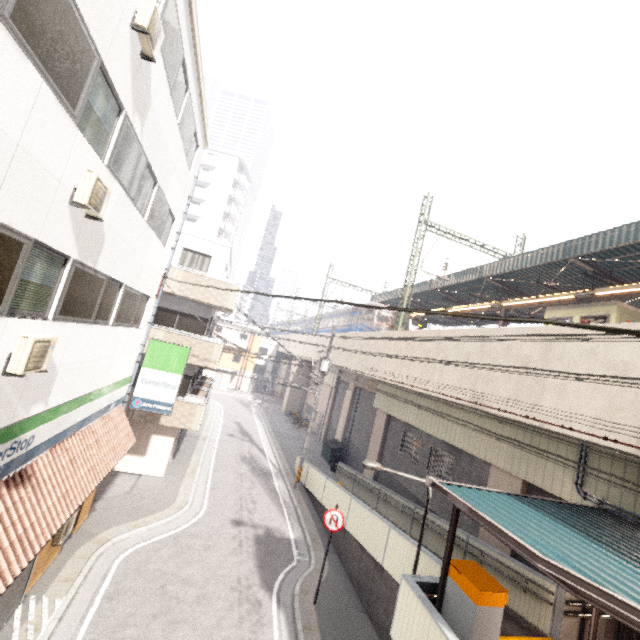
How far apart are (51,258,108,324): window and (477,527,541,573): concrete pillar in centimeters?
1359cm

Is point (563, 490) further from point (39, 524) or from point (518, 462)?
point (39, 524)

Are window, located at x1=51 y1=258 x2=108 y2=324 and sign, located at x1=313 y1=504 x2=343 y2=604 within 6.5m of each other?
no

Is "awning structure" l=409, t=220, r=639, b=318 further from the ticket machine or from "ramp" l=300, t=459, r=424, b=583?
the ticket machine

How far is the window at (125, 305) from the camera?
8.7m

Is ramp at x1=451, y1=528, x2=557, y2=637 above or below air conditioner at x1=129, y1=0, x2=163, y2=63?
below

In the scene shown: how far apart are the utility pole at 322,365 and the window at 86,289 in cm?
1236

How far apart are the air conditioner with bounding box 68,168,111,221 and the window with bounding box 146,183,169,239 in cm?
296
